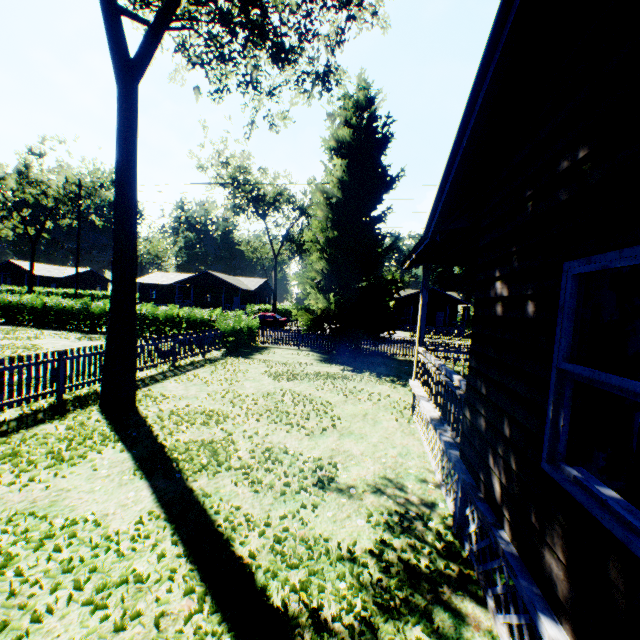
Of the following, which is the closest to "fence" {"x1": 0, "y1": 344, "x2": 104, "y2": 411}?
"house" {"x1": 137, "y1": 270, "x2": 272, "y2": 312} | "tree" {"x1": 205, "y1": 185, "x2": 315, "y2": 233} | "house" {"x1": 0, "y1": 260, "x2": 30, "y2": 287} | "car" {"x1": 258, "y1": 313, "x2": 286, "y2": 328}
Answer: "car" {"x1": 258, "y1": 313, "x2": 286, "y2": 328}

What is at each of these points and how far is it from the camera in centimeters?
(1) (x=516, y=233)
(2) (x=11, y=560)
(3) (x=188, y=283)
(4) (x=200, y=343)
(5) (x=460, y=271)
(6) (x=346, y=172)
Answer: (1) house, 332cm
(2) plant, 350cm
(3) house, 4794cm
(4) fence, 1555cm
(5) plant, 5841cm
(6) plant, 1802cm

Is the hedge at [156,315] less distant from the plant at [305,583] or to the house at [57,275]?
the plant at [305,583]

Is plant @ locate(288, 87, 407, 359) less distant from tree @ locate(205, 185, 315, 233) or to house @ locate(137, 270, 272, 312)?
tree @ locate(205, 185, 315, 233)

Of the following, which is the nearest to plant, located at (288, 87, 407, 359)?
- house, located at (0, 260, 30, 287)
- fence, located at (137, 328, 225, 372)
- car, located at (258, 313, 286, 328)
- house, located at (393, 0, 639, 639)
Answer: fence, located at (137, 328, 225, 372)

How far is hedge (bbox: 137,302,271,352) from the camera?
17.9m

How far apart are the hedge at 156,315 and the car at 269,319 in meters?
Answer: 11.1

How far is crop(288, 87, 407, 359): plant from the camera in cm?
1766
